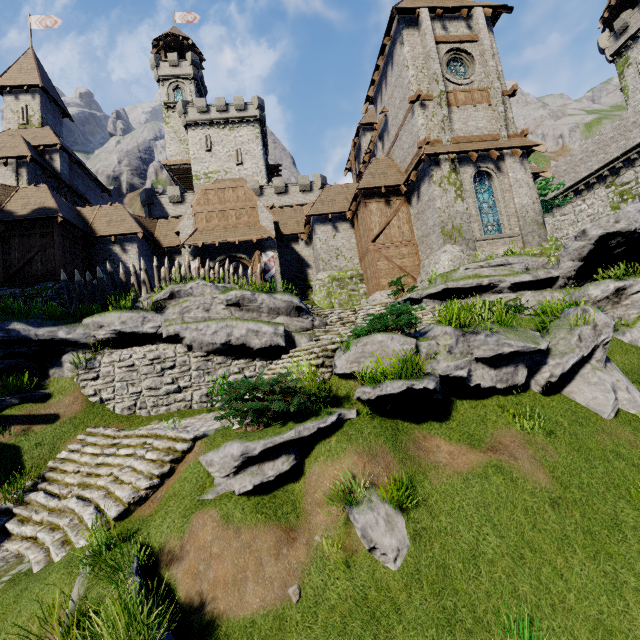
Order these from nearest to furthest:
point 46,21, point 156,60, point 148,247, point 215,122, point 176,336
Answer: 1. point 176,336
2. point 148,247
3. point 46,21
4. point 215,122
5. point 156,60

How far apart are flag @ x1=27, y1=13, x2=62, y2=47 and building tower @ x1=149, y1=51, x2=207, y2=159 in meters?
15.5

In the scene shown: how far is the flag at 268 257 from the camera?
21.9 meters

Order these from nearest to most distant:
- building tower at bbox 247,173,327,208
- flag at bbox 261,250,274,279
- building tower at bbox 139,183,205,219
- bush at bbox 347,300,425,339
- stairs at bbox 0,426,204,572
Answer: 1. stairs at bbox 0,426,204,572
2. bush at bbox 347,300,425,339
3. flag at bbox 261,250,274,279
4. building tower at bbox 139,183,205,219
5. building tower at bbox 247,173,327,208

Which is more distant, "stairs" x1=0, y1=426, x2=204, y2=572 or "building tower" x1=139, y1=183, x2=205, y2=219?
"building tower" x1=139, y1=183, x2=205, y2=219

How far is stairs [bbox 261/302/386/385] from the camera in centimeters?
926cm

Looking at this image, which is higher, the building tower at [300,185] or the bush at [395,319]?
the building tower at [300,185]

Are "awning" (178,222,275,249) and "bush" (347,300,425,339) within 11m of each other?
no
